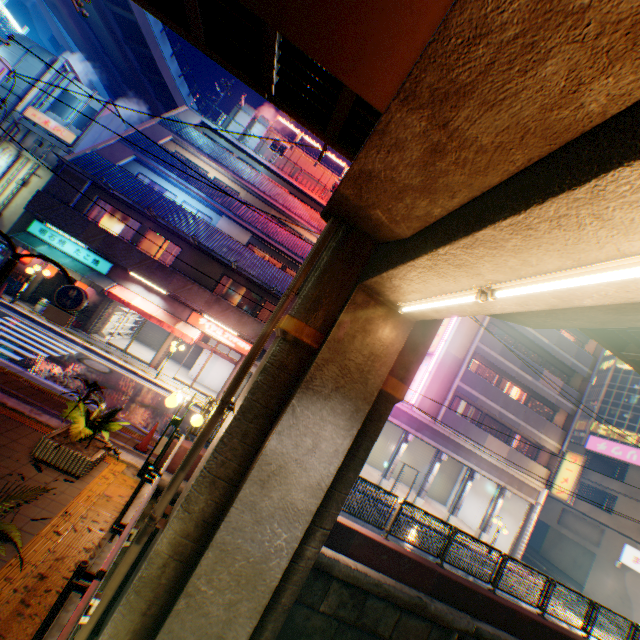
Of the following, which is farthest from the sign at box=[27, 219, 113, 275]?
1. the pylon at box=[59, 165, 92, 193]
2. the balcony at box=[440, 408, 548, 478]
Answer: the balcony at box=[440, 408, 548, 478]

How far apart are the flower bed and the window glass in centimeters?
1474cm

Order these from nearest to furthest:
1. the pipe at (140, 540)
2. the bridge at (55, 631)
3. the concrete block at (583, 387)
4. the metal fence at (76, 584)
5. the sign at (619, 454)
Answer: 1. the metal fence at (76, 584)
2. the bridge at (55, 631)
3. the pipe at (140, 540)
4. the concrete block at (583, 387)
5. the sign at (619, 454)

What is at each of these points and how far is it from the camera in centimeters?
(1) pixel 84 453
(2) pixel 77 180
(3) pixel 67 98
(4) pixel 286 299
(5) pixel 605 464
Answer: (1) flower bed, 642cm
(2) pylon, 1680cm
(3) window, 1942cm
(4) pipe, 707cm
(5) building, 3028cm

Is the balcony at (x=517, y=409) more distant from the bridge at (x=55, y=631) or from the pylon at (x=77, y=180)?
the pylon at (x=77, y=180)

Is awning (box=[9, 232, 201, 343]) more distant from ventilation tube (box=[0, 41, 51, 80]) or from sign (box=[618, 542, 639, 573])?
sign (box=[618, 542, 639, 573])

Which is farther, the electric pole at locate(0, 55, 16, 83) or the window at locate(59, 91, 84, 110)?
the window at locate(59, 91, 84, 110)

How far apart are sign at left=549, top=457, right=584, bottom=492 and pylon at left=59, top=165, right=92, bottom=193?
34.88m
